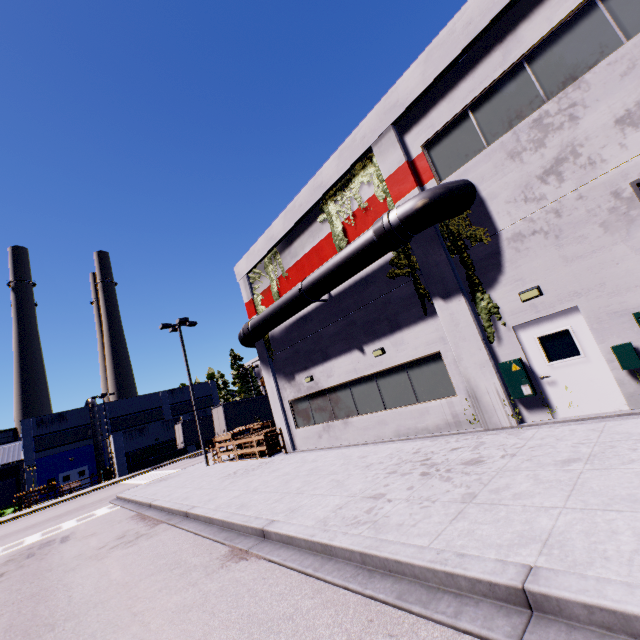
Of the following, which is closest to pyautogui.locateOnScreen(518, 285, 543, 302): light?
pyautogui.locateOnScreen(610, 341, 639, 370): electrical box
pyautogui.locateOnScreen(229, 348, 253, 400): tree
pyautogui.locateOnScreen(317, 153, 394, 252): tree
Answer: pyautogui.locateOnScreen(610, 341, 639, 370): electrical box

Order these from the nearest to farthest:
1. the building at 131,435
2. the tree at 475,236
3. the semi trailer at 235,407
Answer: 1. the tree at 475,236
2. the semi trailer at 235,407
3. the building at 131,435

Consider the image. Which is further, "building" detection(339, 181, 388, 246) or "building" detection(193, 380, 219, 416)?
"building" detection(193, 380, 219, 416)

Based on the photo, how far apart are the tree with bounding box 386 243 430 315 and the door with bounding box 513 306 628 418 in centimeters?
230cm

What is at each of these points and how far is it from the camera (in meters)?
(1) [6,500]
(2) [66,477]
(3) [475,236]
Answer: (1) roll-up door, 41.62
(2) door, 40.38
(3) tree, 9.09

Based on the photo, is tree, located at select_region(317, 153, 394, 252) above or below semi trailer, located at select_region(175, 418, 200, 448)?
above

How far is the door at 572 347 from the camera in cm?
738

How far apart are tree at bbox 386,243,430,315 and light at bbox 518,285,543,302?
2.4m
